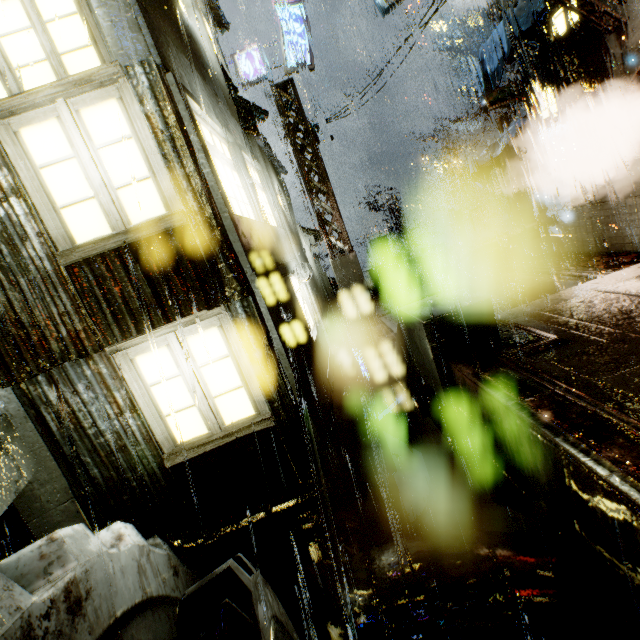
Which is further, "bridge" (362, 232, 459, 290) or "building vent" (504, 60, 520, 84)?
"building vent" (504, 60, 520, 84)

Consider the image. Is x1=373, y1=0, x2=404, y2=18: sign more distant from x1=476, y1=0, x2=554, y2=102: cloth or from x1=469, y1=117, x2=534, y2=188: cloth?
x1=469, y1=117, x2=534, y2=188: cloth

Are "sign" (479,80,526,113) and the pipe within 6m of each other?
yes

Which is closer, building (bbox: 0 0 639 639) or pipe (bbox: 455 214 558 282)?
building (bbox: 0 0 639 639)

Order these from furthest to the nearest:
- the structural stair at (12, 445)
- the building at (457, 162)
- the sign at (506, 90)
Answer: the building at (457, 162) → the sign at (506, 90) → the structural stair at (12, 445)

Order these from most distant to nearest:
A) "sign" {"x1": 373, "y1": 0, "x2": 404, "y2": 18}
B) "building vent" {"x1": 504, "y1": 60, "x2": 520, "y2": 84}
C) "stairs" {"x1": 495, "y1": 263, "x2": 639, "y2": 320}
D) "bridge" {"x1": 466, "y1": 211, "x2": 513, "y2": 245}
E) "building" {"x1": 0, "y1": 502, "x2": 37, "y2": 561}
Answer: "bridge" {"x1": 466, "y1": 211, "x2": 513, "y2": 245}, "building vent" {"x1": 504, "y1": 60, "x2": 520, "y2": 84}, "building" {"x1": 0, "y1": 502, "x2": 37, "y2": 561}, "sign" {"x1": 373, "y1": 0, "x2": 404, "y2": 18}, "stairs" {"x1": 495, "y1": 263, "x2": 639, "y2": 320}

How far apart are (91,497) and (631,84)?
16.9 meters

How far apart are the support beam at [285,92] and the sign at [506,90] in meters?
7.0
